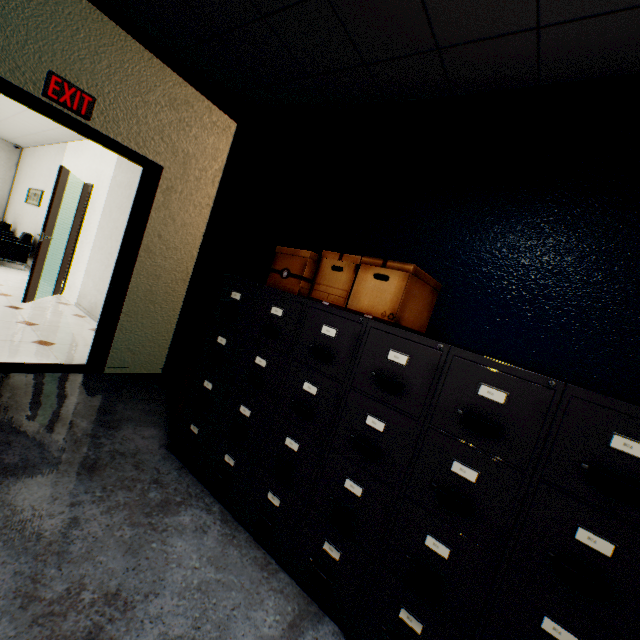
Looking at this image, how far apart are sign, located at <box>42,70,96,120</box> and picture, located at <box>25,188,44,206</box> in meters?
7.1 m

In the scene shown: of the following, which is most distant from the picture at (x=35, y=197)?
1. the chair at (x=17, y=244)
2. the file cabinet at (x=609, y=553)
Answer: the file cabinet at (x=609, y=553)

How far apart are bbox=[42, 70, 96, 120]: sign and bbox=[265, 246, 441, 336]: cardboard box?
2.0m

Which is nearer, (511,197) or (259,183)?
(511,197)

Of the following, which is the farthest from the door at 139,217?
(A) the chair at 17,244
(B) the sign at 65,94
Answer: (A) the chair at 17,244

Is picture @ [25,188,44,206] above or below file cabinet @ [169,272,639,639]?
above

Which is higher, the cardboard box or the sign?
the sign

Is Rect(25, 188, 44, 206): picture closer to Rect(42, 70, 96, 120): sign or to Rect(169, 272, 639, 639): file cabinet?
Rect(42, 70, 96, 120): sign
